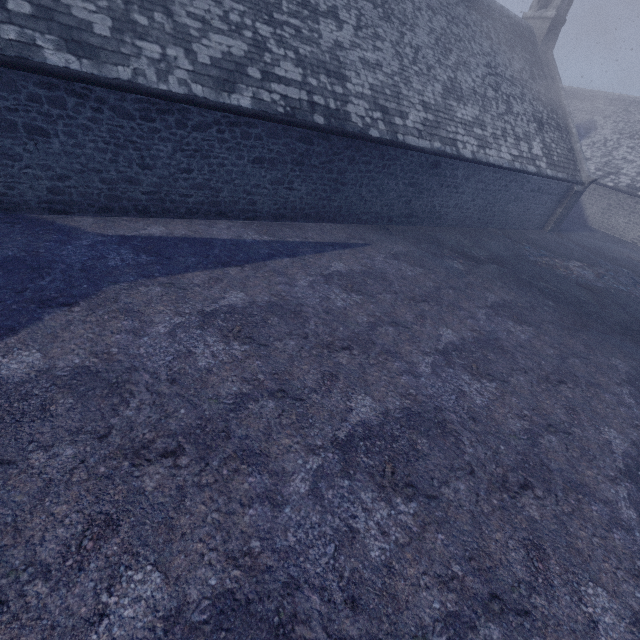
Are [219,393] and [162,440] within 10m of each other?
yes
